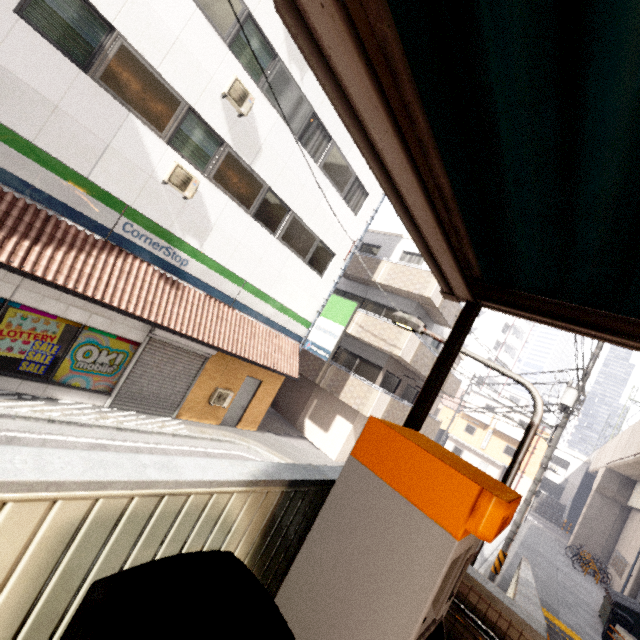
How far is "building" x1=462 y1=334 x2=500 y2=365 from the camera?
48.1 meters

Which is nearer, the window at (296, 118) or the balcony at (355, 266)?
the window at (296, 118)

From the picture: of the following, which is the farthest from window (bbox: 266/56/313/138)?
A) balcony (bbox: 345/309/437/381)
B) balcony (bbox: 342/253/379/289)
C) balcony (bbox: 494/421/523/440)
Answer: balcony (bbox: 494/421/523/440)

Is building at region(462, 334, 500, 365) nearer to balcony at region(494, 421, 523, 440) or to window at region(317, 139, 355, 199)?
balcony at region(494, 421, 523, 440)

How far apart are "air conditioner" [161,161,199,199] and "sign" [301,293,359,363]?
6.7 meters

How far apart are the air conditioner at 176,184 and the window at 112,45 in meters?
0.5 m

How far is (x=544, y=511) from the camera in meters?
36.0 m

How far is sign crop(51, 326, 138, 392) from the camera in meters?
8.1 m
